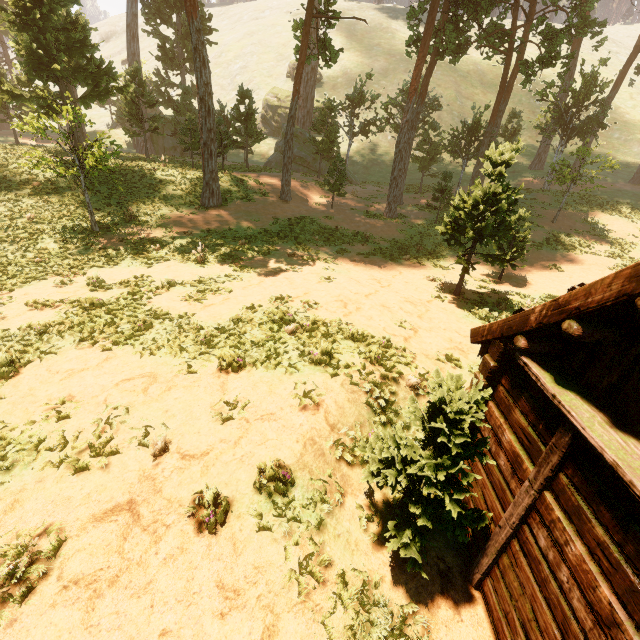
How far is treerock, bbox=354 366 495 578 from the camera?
4.1 meters

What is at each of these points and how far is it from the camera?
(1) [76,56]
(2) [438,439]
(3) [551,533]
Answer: (1) treerock, 21.4 meters
(2) treerock, 4.0 meters
(3) building, 3.9 meters

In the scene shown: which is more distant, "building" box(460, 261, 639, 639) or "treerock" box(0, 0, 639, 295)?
"treerock" box(0, 0, 639, 295)

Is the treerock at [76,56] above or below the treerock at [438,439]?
above

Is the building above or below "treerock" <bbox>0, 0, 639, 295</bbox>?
below

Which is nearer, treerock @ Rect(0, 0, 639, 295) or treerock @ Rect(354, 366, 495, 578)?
treerock @ Rect(354, 366, 495, 578)

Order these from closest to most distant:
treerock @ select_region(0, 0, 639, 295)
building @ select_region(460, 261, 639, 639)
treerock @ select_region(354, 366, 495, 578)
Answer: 1. building @ select_region(460, 261, 639, 639)
2. treerock @ select_region(354, 366, 495, 578)
3. treerock @ select_region(0, 0, 639, 295)

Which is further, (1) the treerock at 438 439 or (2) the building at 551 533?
(1) the treerock at 438 439
